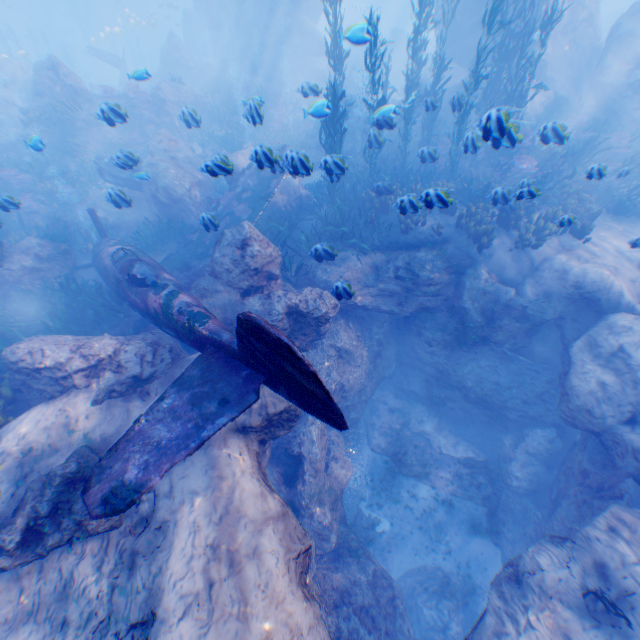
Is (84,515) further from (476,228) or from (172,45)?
(172,45)

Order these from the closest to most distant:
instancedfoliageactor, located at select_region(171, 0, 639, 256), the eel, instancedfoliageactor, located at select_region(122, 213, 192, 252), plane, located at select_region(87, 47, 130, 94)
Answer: instancedfoliageactor, located at select_region(171, 0, 639, 256)
the eel
instancedfoliageactor, located at select_region(122, 213, 192, 252)
plane, located at select_region(87, 47, 130, 94)

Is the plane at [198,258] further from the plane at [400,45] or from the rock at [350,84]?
the plane at [400,45]

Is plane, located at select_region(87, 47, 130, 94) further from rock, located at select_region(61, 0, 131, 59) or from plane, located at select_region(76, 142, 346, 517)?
plane, located at select_region(76, 142, 346, 517)

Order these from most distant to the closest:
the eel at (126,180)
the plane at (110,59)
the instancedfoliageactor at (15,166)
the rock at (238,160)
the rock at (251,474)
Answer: the plane at (110,59) → the instancedfoliageactor at (15,166) → the eel at (126,180) → the rock at (238,160) → the rock at (251,474)

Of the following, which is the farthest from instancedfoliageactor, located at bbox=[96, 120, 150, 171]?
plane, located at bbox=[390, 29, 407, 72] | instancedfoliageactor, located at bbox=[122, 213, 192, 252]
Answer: plane, located at bbox=[390, 29, 407, 72]

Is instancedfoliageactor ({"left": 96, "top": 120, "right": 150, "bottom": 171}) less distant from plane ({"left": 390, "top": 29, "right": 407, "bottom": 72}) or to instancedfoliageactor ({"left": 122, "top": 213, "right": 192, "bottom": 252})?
instancedfoliageactor ({"left": 122, "top": 213, "right": 192, "bottom": 252})
